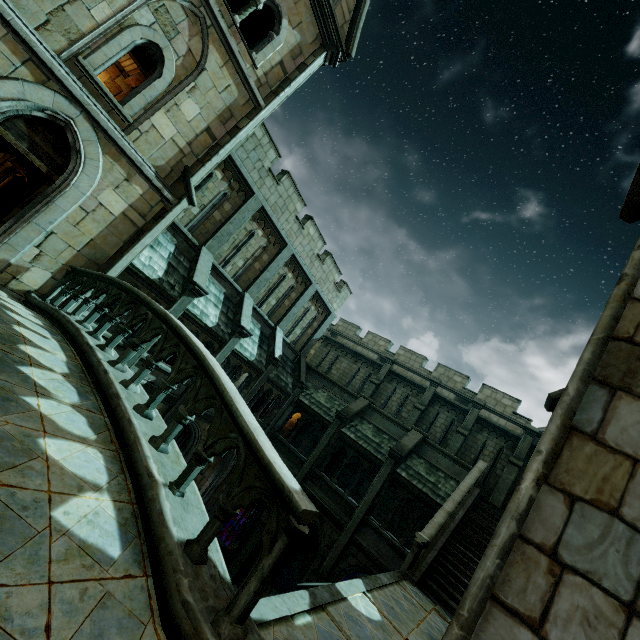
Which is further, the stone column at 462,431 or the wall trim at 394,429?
the stone column at 462,431

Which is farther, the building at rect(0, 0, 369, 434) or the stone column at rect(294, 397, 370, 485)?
the stone column at rect(294, 397, 370, 485)

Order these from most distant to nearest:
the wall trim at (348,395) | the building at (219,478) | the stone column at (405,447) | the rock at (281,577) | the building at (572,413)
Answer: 1. the wall trim at (348,395)
2. the rock at (281,577)
3. the building at (219,478)
4. the stone column at (405,447)
5. the building at (572,413)

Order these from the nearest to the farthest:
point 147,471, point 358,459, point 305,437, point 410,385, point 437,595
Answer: point 147,471
point 437,595
point 358,459
point 410,385
point 305,437

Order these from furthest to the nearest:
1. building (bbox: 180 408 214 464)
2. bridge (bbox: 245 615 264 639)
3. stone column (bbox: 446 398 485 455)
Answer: stone column (bbox: 446 398 485 455), building (bbox: 180 408 214 464), bridge (bbox: 245 615 264 639)

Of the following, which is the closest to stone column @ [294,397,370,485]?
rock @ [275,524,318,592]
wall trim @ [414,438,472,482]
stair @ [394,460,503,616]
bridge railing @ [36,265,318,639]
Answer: wall trim @ [414,438,472,482]

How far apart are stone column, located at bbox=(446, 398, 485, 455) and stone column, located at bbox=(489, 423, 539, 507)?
2.2 meters

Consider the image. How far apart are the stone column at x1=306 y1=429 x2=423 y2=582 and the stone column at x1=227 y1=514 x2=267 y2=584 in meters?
2.8 m
